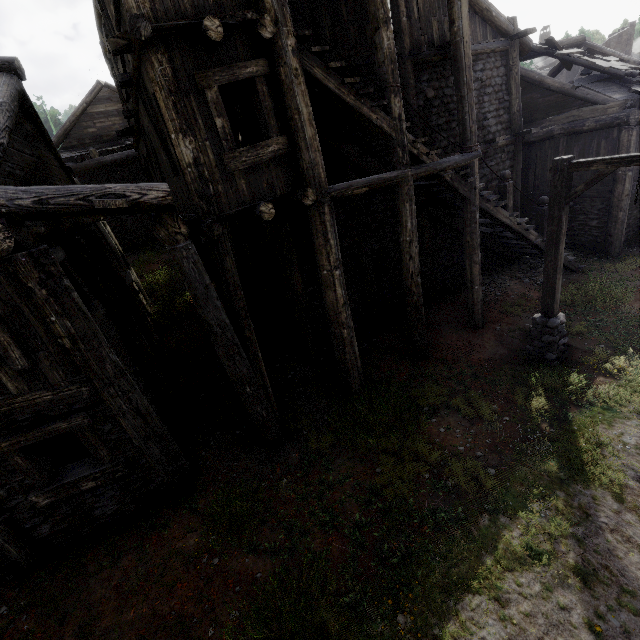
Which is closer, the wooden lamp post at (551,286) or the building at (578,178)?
the wooden lamp post at (551,286)

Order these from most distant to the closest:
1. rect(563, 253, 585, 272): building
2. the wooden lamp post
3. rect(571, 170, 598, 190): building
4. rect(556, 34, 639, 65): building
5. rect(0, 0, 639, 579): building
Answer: rect(556, 34, 639, 65): building
rect(571, 170, 598, 190): building
rect(563, 253, 585, 272): building
the wooden lamp post
rect(0, 0, 639, 579): building

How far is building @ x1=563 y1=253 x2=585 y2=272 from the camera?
11.7 meters

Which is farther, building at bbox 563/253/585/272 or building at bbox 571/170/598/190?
building at bbox 571/170/598/190

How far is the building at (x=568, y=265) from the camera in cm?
1175

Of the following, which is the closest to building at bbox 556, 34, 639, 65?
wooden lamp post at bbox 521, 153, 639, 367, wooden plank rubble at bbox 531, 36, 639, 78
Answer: wooden plank rubble at bbox 531, 36, 639, 78

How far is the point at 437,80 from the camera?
9.9 meters
